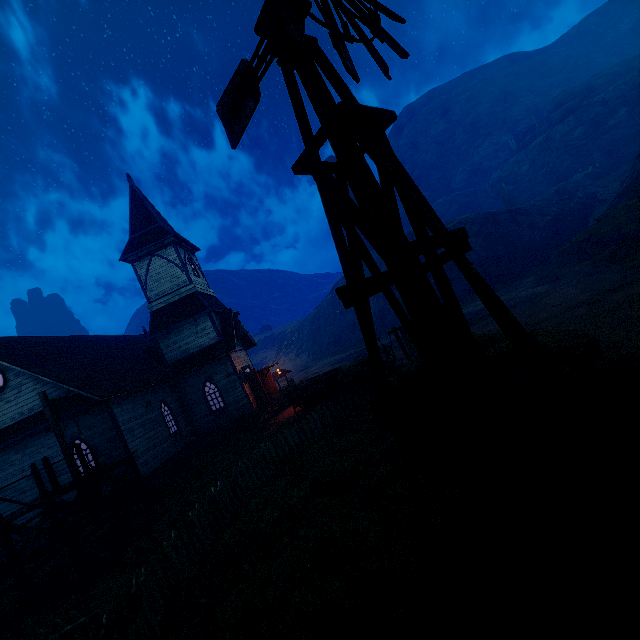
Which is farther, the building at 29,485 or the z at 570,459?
the building at 29,485

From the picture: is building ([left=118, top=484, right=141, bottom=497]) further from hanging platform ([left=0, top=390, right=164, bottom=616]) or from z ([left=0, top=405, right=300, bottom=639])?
hanging platform ([left=0, top=390, right=164, bottom=616])

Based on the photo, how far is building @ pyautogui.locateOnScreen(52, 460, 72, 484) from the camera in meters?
14.4

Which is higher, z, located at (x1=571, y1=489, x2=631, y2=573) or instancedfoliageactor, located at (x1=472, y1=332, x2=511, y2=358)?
instancedfoliageactor, located at (x1=472, y1=332, x2=511, y2=358)

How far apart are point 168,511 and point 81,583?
3.13m

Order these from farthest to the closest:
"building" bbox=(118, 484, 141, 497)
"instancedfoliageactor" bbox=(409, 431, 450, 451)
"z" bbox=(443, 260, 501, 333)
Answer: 1. "z" bbox=(443, 260, 501, 333)
2. "building" bbox=(118, 484, 141, 497)
3. "instancedfoliageactor" bbox=(409, 431, 450, 451)

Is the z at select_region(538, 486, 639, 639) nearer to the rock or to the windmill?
the windmill

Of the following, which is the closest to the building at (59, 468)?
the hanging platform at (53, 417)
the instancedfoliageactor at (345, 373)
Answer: the hanging platform at (53, 417)
